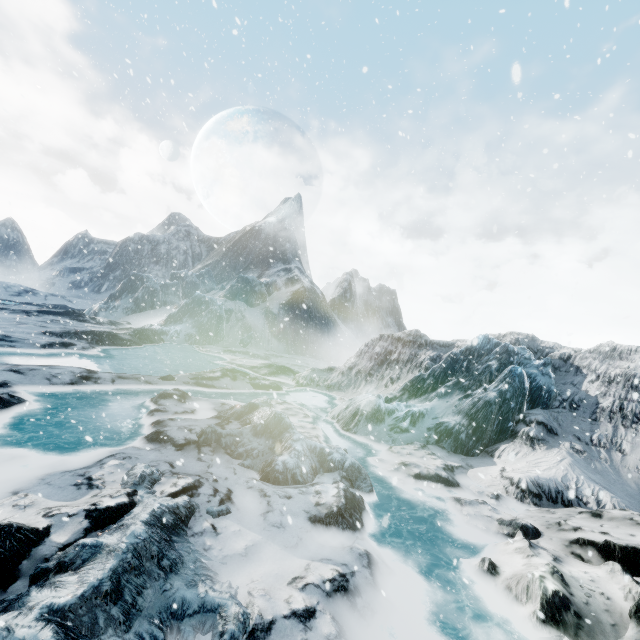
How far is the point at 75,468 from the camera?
6.6 meters
